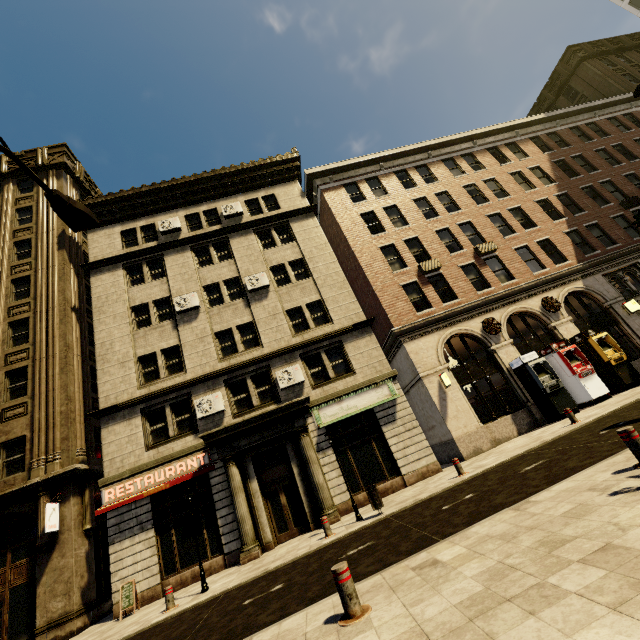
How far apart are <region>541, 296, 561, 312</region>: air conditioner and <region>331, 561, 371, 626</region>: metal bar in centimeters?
→ 1884cm

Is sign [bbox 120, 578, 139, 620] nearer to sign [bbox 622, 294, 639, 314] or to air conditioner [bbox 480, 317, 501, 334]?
air conditioner [bbox 480, 317, 501, 334]

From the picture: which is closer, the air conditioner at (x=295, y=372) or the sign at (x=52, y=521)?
the sign at (x=52, y=521)

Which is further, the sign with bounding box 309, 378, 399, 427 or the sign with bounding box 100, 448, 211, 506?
the sign with bounding box 309, 378, 399, 427

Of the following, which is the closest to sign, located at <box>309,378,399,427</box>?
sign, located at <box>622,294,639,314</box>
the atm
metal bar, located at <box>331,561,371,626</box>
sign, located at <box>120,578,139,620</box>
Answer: the atm

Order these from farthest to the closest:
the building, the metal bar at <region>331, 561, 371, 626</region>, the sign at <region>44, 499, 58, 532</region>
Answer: the building, the sign at <region>44, 499, 58, 532</region>, the metal bar at <region>331, 561, 371, 626</region>

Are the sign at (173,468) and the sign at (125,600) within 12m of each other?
yes

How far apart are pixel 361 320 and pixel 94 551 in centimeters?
1695cm
